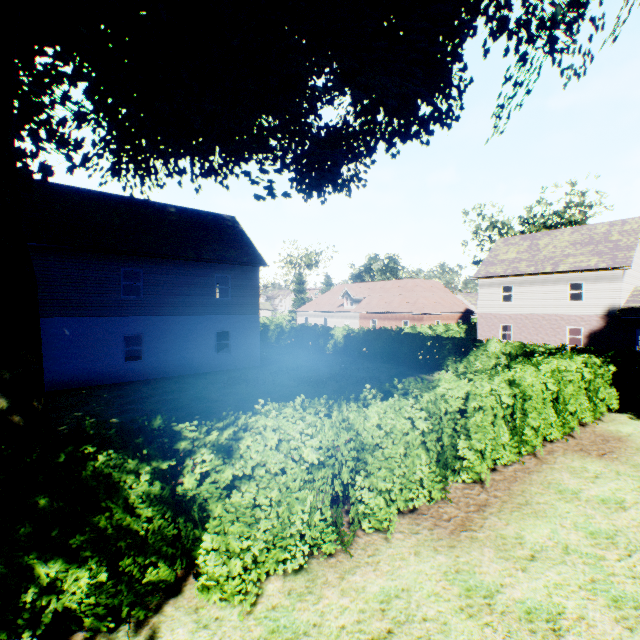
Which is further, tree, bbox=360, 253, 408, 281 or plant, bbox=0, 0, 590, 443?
tree, bbox=360, 253, 408, 281

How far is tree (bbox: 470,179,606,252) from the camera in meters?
36.9

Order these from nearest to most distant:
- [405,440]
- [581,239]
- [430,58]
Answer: [405,440]
[430,58]
[581,239]

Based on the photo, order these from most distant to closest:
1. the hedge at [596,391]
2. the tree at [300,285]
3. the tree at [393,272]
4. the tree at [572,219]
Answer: the tree at [300,285] < the tree at [393,272] < the tree at [572,219] < the hedge at [596,391]

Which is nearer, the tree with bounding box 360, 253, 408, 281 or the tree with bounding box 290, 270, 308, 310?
the tree with bounding box 360, 253, 408, 281

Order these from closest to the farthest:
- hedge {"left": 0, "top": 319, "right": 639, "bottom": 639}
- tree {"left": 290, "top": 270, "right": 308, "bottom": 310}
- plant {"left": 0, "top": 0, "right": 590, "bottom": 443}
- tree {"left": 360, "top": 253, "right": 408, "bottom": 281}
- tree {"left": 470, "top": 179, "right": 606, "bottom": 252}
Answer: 1. hedge {"left": 0, "top": 319, "right": 639, "bottom": 639}
2. plant {"left": 0, "top": 0, "right": 590, "bottom": 443}
3. tree {"left": 470, "top": 179, "right": 606, "bottom": 252}
4. tree {"left": 360, "top": 253, "right": 408, "bottom": 281}
5. tree {"left": 290, "top": 270, "right": 308, "bottom": 310}

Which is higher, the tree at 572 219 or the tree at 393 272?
the tree at 572 219
